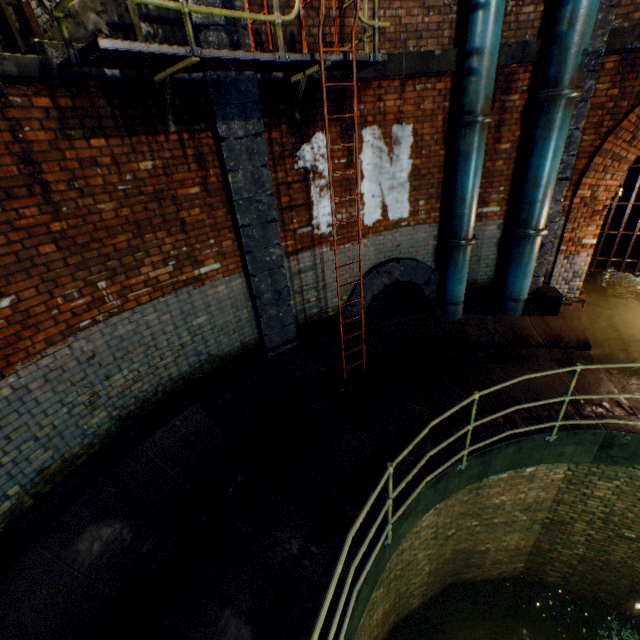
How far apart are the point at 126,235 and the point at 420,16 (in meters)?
5.34

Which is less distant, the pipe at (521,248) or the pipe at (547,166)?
the pipe at (547,166)

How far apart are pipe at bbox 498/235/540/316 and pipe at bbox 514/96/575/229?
0.13m

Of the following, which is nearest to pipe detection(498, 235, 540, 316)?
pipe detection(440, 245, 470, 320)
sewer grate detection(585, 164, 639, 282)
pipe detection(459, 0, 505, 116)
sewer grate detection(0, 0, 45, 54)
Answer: pipe detection(440, 245, 470, 320)

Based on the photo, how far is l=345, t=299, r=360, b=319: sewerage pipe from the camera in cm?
665

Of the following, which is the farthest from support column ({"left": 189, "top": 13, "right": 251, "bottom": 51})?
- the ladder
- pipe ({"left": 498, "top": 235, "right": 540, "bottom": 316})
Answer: pipe ({"left": 498, "top": 235, "right": 540, "bottom": 316})

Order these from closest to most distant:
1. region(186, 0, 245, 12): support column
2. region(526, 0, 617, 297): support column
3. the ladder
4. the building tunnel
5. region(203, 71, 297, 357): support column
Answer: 1. the ladder
2. region(186, 0, 245, 12): support column
3. region(203, 71, 297, 357): support column
4. region(526, 0, 617, 297): support column
5. the building tunnel

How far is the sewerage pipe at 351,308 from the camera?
6.6 meters
